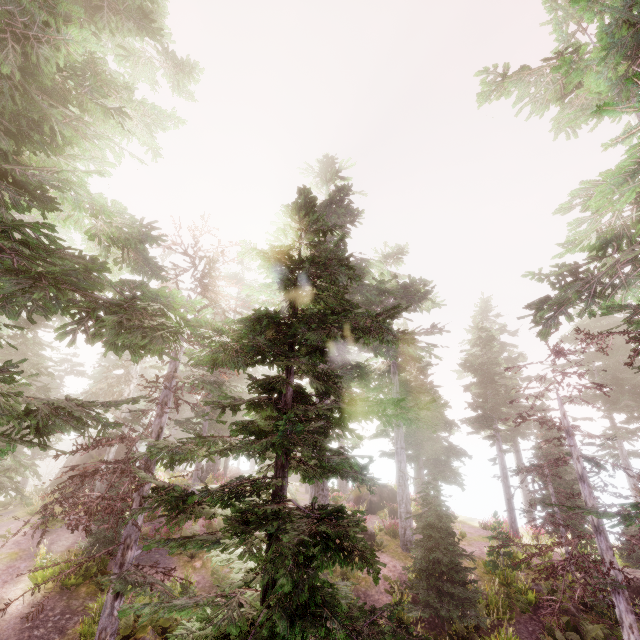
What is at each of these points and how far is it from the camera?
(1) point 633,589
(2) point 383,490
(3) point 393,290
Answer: (1) rock, 14.4m
(2) rock, 28.2m
(3) instancedfoliageactor, 17.4m

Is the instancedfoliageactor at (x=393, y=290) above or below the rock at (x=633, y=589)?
above

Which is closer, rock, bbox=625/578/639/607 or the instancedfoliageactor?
the instancedfoliageactor

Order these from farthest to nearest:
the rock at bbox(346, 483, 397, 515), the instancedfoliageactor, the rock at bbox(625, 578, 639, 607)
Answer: the rock at bbox(346, 483, 397, 515)
the rock at bbox(625, 578, 639, 607)
the instancedfoliageactor

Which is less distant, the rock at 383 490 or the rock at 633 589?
the rock at 633 589

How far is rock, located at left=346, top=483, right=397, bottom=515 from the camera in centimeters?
2642cm

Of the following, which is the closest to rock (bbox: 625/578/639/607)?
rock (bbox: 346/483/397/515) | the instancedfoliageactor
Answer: the instancedfoliageactor
